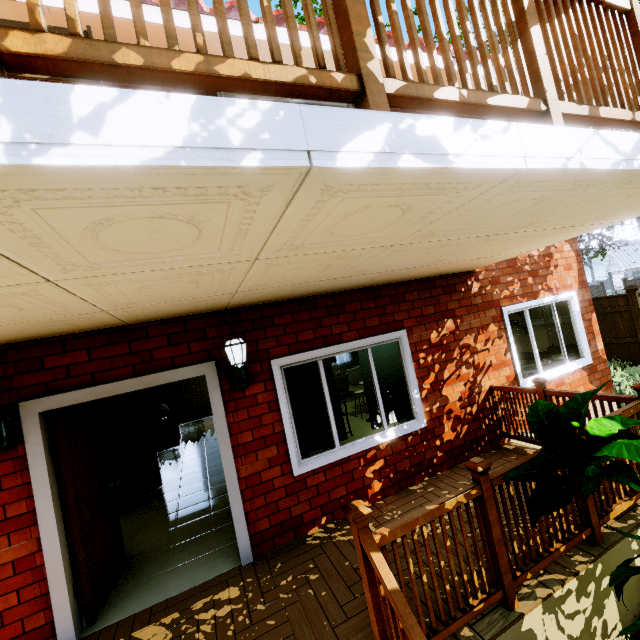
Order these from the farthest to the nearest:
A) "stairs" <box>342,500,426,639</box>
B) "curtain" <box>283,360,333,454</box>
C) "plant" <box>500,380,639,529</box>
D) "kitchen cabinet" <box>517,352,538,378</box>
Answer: "kitchen cabinet" <box>517,352,538,378</box> < "curtain" <box>283,360,333,454</box> < "plant" <box>500,380,639,529</box> < "stairs" <box>342,500,426,639</box>

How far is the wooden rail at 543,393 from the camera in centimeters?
419cm

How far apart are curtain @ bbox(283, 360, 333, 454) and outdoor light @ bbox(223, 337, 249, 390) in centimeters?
53cm

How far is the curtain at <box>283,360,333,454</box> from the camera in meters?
4.1 m

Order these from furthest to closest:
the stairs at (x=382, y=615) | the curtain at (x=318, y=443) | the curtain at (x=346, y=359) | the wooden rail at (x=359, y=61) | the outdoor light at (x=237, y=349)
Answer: the curtain at (x=346, y=359), the curtain at (x=318, y=443), the outdoor light at (x=237, y=349), the stairs at (x=382, y=615), the wooden rail at (x=359, y=61)

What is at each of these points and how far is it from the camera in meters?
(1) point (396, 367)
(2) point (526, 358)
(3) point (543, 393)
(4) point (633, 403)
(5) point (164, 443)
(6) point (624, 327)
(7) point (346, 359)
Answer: (1) curtain, 4.7
(2) kitchen cabinet, 7.1
(3) wooden rail, 4.3
(4) wooden rail, 3.3
(5) dresser, 9.0
(6) fence, 10.3
(7) curtain, 15.1

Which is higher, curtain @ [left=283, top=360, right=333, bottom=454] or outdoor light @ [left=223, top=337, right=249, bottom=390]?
outdoor light @ [left=223, top=337, right=249, bottom=390]

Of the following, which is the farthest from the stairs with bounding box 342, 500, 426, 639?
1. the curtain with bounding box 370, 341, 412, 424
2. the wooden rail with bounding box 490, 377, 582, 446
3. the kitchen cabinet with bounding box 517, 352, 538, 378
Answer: the kitchen cabinet with bounding box 517, 352, 538, 378
